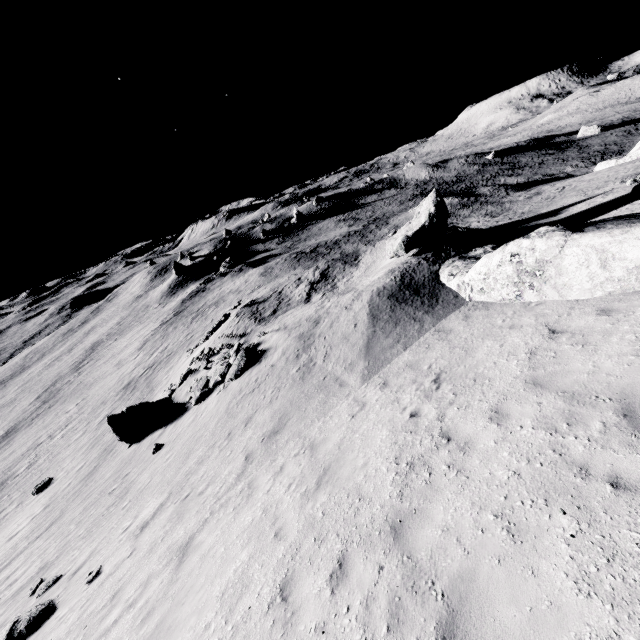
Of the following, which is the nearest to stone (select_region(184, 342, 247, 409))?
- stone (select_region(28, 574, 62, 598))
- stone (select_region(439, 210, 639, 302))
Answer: stone (select_region(28, 574, 62, 598))

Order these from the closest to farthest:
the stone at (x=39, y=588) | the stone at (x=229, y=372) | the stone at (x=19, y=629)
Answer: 1. the stone at (x=19, y=629)
2. the stone at (x=39, y=588)
3. the stone at (x=229, y=372)

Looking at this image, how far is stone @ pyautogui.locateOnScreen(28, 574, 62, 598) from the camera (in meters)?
10.81

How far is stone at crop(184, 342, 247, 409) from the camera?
17.5m

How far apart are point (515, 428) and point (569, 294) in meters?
5.6 m

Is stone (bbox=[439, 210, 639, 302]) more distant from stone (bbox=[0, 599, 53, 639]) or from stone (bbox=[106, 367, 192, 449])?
stone (bbox=[106, 367, 192, 449])

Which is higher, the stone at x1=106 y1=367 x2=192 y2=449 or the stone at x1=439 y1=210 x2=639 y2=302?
the stone at x1=439 y1=210 x2=639 y2=302

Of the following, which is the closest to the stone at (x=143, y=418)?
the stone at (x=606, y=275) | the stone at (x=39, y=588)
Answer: the stone at (x=39, y=588)
